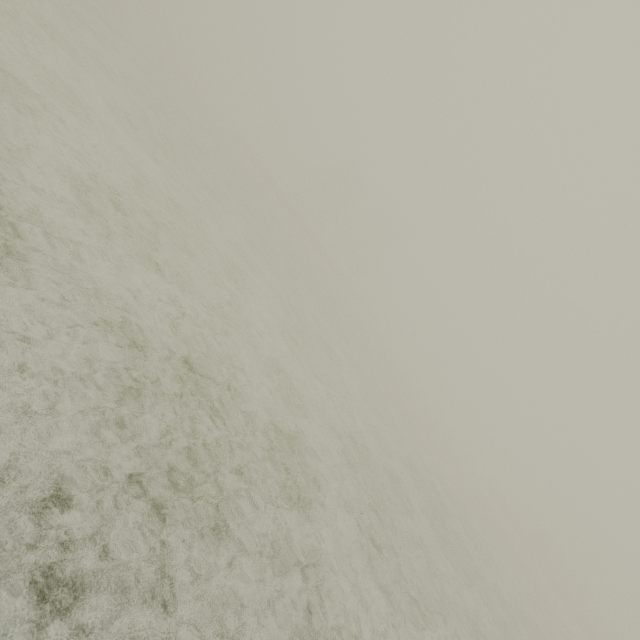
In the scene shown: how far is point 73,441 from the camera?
2.8m
